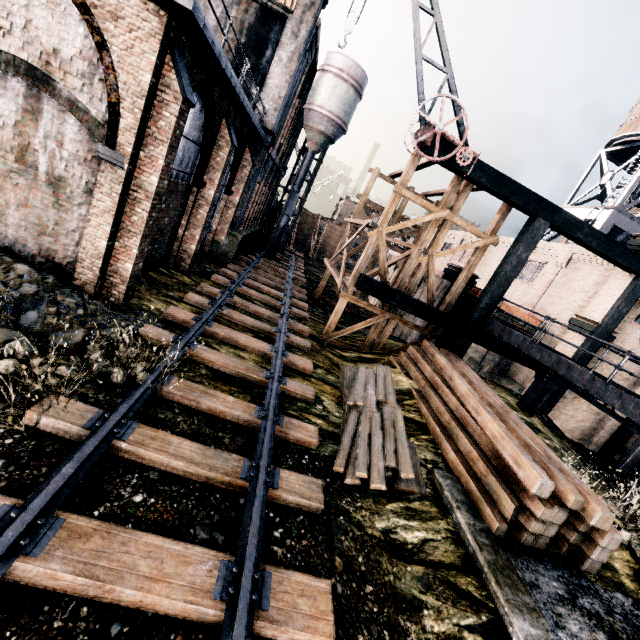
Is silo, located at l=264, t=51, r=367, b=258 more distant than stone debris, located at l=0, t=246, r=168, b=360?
Yes

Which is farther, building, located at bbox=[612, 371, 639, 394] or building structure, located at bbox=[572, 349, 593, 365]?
building, located at bbox=[612, 371, 639, 394]

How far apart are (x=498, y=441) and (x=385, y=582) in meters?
4.6

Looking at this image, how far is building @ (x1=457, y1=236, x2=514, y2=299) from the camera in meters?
18.1

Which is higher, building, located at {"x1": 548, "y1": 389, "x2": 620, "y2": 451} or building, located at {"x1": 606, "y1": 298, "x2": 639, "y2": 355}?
building, located at {"x1": 606, "y1": 298, "x2": 639, "y2": 355}

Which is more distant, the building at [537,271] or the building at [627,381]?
the building at [627,381]

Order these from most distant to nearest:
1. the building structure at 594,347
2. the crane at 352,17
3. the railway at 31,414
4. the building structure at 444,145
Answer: the building structure at 594,347 → the building structure at 444,145 → the crane at 352,17 → the railway at 31,414

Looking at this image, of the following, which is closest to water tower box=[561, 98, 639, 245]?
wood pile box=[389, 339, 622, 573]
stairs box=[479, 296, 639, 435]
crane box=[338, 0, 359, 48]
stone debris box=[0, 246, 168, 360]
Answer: stairs box=[479, 296, 639, 435]
